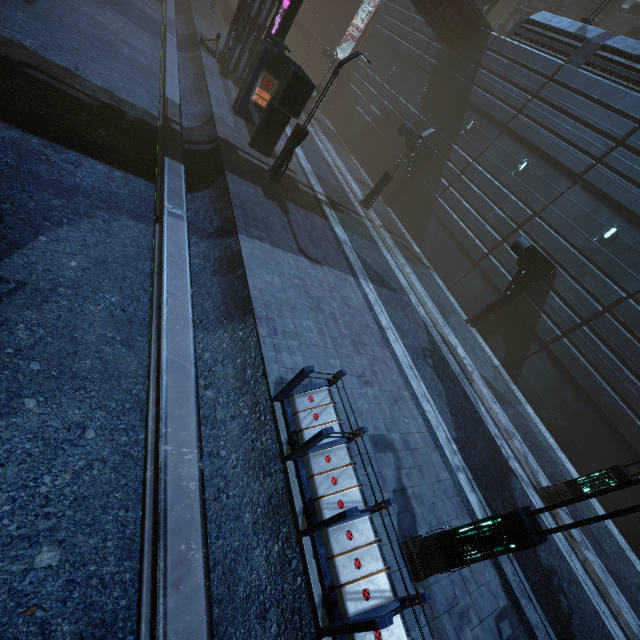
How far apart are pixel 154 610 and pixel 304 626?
2.12m

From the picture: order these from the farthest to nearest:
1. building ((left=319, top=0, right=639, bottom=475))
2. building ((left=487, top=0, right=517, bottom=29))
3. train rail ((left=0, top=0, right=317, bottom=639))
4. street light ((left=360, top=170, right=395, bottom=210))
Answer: building ((left=487, top=0, right=517, bottom=29)) → street light ((left=360, top=170, right=395, bottom=210)) → building ((left=319, top=0, right=639, bottom=475)) → train rail ((left=0, top=0, right=317, bottom=639))

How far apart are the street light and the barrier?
14.68m

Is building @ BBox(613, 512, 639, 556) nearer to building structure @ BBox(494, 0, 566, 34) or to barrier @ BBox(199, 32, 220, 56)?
building structure @ BBox(494, 0, 566, 34)

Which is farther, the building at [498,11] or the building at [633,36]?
the building at [498,11]

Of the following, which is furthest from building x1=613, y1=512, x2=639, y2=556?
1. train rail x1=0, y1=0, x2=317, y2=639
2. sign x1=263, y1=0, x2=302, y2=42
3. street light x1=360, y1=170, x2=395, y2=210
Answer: street light x1=360, y1=170, x2=395, y2=210

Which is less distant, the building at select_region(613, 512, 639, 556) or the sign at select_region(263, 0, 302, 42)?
the building at select_region(613, 512, 639, 556)

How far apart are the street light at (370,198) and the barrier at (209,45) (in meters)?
14.68
